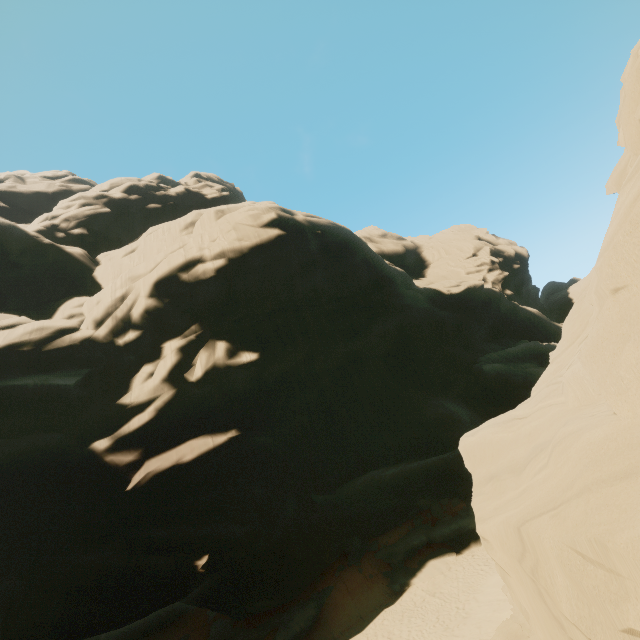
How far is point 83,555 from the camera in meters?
17.4
